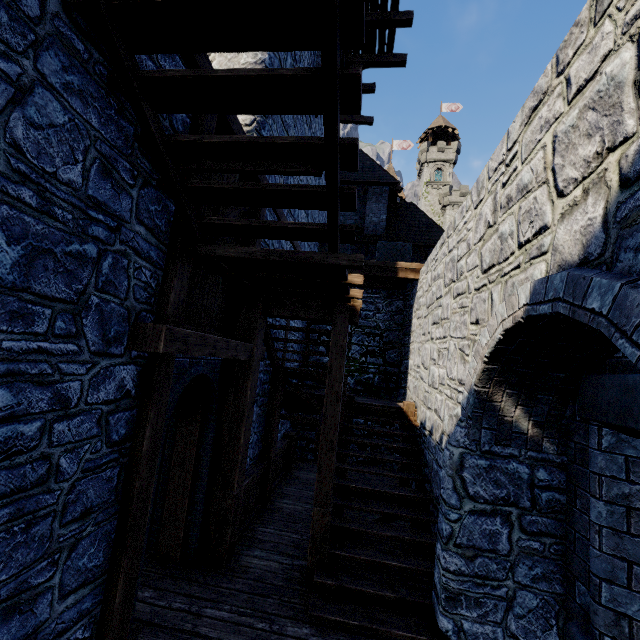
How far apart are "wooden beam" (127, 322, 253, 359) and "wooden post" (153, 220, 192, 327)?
0.2 meters

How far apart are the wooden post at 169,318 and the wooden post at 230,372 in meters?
1.8 m

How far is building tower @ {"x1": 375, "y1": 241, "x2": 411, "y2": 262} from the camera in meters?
12.7

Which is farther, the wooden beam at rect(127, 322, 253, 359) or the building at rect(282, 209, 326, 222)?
the building at rect(282, 209, 326, 222)

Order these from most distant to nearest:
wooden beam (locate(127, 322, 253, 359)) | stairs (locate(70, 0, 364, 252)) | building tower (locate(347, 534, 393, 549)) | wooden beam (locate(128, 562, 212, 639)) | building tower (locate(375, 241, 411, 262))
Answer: building tower (locate(375, 241, 411, 262)) → building tower (locate(347, 534, 393, 549)) → wooden beam (locate(128, 562, 212, 639)) → wooden beam (locate(127, 322, 253, 359)) → stairs (locate(70, 0, 364, 252))

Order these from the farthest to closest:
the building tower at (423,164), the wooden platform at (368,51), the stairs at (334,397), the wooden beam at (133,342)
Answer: the building tower at (423,164)
the wooden platform at (368,51)
the stairs at (334,397)
the wooden beam at (133,342)

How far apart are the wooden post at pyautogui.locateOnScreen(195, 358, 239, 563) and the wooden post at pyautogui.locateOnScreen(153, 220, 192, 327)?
1.8m

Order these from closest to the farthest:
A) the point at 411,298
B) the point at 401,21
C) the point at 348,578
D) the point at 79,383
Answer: the point at 79,383 → the point at 348,578 → the point at 411,298 → the point at 401,21
